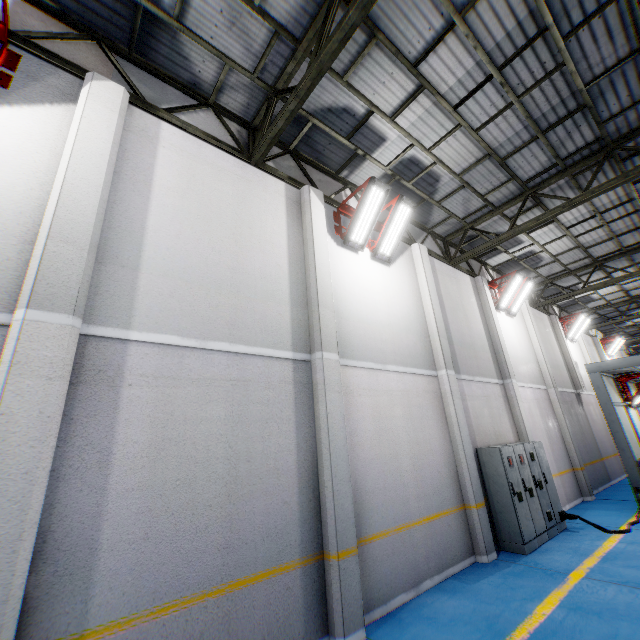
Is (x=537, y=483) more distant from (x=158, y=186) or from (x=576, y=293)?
(x=158, y=186)

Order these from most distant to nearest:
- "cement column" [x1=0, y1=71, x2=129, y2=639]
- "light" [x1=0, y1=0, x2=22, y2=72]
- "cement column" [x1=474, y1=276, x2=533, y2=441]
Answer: "cement column" [x1=474, y1=276, x2=533, y2=441], "light" [x1=0, y1=0, x2=22, y2=72], "cement column" [x1=0, y1=71, x2=129, y2=639]

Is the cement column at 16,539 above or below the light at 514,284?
below

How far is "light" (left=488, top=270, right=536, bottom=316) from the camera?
12.0m

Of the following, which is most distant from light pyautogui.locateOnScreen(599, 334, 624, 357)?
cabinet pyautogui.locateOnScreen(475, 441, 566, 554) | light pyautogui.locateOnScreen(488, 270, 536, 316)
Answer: cabinet pyautogui.locateOnScreen(475, 441, 566, 554)

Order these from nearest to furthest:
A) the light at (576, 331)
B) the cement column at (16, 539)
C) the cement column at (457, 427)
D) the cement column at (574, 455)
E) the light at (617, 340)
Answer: the cement column at (16, 539)
the cement column at (457, 427)
the cement column at (574, 455)
the light at (576, 331)
the light at (617, 340)

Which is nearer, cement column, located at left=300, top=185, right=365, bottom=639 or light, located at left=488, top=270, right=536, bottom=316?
cement column, located at left=300, top=185, right=365, bottom=639

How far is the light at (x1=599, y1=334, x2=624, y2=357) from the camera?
21.8 meters
